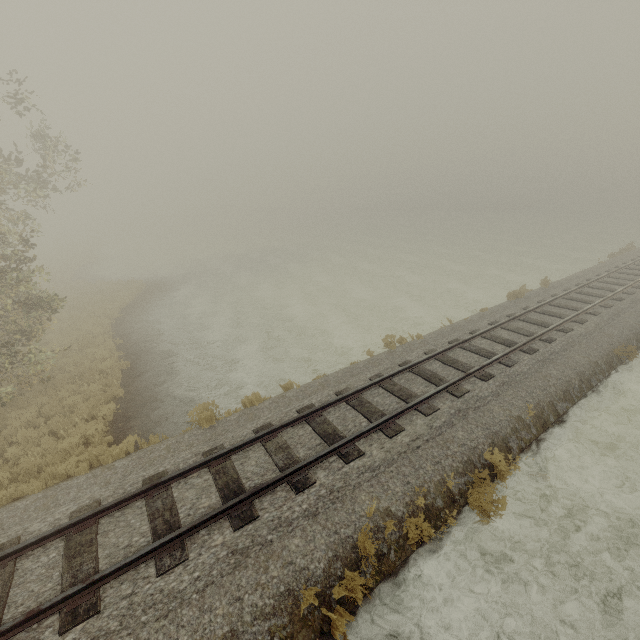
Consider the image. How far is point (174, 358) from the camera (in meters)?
15.10
